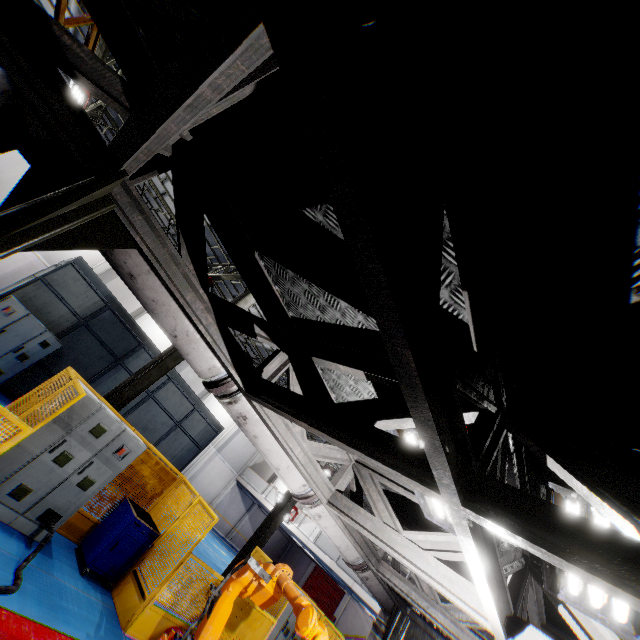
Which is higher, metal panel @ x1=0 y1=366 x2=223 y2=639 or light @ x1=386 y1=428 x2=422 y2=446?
light @ x1=386 y1=428 x2=422 y2=446

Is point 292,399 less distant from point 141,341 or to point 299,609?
point 299,609

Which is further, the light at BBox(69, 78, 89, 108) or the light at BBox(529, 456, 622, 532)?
the light at BBox(69, 78, 89, 108)

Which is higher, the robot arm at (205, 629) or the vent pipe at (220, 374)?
the vent pipe at (220, 374)

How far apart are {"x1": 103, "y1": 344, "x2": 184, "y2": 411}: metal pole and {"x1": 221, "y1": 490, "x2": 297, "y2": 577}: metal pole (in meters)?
6.07

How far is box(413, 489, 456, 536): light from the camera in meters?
2.9 m

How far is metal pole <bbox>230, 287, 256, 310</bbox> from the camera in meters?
9.9 m

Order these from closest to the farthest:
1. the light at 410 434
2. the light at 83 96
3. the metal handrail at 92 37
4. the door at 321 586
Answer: the light at 410 434 < the metal handrail at 92 37 < the light at 83 96 < the door at 321 586
